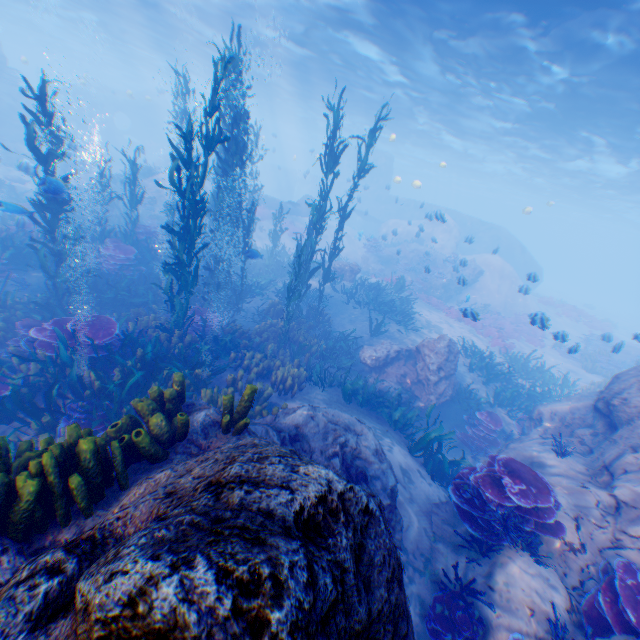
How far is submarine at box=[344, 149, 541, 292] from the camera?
34.0m

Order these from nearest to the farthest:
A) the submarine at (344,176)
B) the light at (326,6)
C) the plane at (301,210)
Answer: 1. the light at (326,6)
2. the plane at (301,210)
3. the submarine at (344,176)

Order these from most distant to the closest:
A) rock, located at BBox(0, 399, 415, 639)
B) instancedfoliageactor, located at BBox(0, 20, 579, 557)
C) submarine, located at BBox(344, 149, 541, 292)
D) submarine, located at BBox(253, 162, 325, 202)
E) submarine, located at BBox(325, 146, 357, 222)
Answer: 1. submarine, located at BBox(253, 162, 325, 202)
2. submarine, located at BBox(325, 146, 357, 222)
3. submarine, located at BBox(344, 149, 541, 292)
4. instancedfoliageactor, located at BBox(0, 20, 579, 557)
5. rock, located at BBox(0, 399, 415, 639)

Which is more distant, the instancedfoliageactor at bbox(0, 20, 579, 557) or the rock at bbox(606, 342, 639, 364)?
the rock at bbox(606, 342, 639, 364)

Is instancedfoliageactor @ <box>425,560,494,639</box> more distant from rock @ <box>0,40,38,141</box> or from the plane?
the plane

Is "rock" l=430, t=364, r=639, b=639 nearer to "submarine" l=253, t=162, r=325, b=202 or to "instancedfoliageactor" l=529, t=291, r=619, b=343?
"submarine" l=253, t=162, r=325, b=202

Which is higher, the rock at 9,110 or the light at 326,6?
the light at 326,6

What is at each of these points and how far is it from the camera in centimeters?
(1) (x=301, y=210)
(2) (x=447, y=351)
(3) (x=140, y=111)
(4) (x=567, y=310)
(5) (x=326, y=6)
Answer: (1) plane, 2719cm
(2) rock, 1128cm
(3) rock, 4122cm
(4) instancedfoliageactor, 2878cm
(5) light, 1433cm
